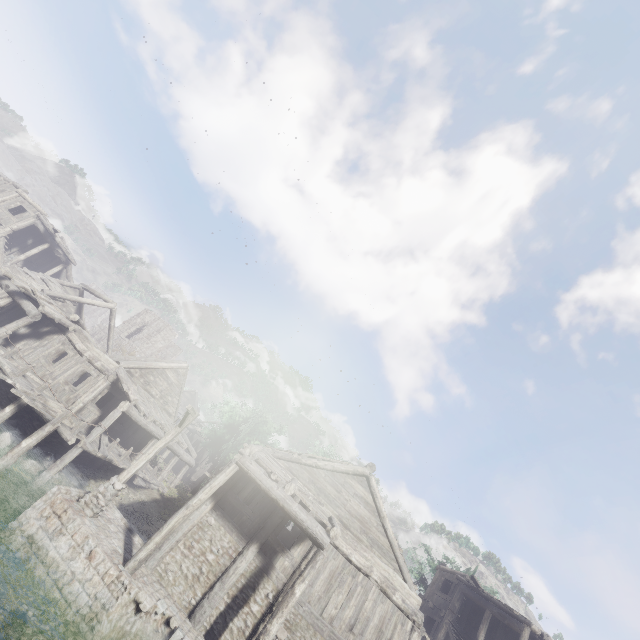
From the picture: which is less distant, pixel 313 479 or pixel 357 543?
pixel 357 543

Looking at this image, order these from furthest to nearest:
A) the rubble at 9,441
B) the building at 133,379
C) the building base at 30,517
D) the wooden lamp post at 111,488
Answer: the building at 133,379
the rubble at 9,441
the wooden lamp post at 111,488
the building base at 30,517

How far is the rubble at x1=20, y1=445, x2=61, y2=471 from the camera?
14.5 meters

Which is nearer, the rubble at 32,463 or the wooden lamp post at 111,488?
the wooden lamp post at 111,488

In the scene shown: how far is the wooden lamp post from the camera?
11.41m

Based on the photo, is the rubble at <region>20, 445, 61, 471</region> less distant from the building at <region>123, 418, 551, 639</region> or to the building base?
the building at <region>123, 418, 551, 639</region>

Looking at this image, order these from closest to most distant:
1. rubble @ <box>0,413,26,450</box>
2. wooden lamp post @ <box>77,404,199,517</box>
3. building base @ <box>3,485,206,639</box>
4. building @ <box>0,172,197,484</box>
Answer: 1. building base @ <box>3,485,206,639</box>
2. wooden lamp post @ <box>77,404,199,517</box>
3. rubble @ <box>0,413,26,450</box>
4. building @ <box>0,172,197,484</box>

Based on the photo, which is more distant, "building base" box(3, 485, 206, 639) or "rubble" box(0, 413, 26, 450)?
"rubble" box(0, 413, 26, 450)
